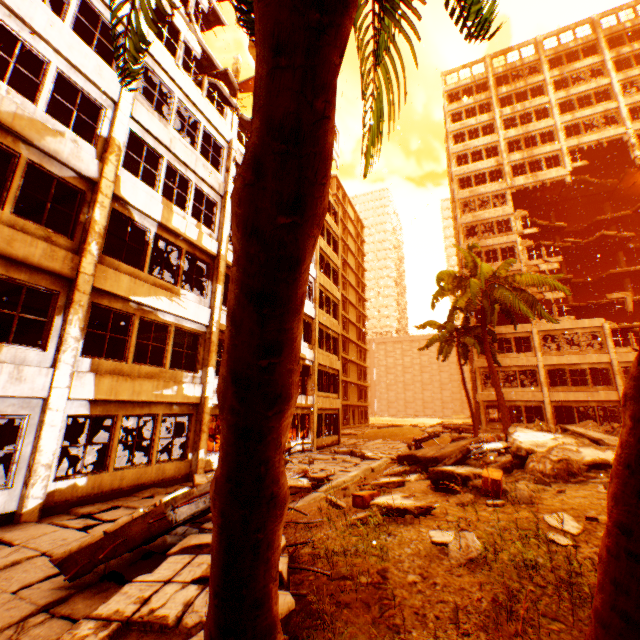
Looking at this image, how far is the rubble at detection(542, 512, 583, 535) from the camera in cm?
471

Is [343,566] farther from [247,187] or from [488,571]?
[247,187]

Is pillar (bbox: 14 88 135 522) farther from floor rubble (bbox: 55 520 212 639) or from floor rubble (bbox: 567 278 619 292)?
floor rubble (bbox: 567 278 619 292)

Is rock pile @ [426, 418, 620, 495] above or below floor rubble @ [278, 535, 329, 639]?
above

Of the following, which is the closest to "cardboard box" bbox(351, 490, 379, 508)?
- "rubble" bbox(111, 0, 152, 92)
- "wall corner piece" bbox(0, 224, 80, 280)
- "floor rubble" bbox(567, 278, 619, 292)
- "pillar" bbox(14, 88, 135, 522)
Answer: "rubble" bbox(111, 0, 152, 92)

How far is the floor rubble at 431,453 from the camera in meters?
11.8 m

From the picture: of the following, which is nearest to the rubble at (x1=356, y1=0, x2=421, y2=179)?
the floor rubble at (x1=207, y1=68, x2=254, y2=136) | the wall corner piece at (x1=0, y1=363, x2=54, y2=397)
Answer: the floor rubble at (x1=207, y1=68, x2=254, y2=136)

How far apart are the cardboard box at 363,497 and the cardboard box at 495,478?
2.00m
